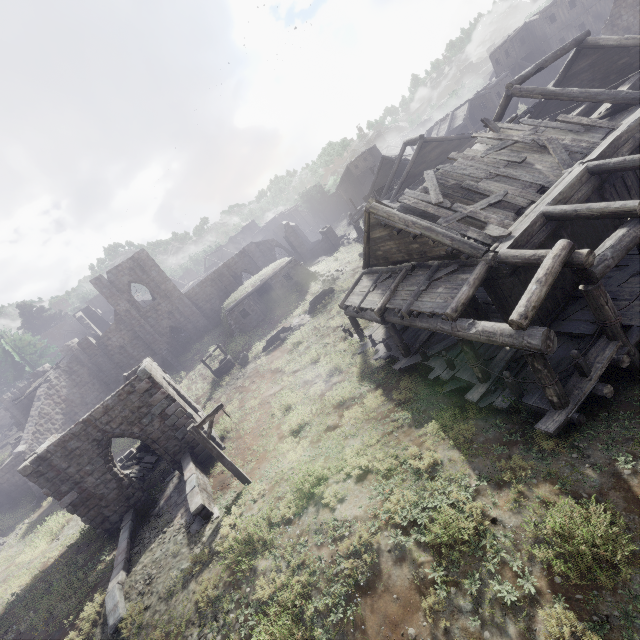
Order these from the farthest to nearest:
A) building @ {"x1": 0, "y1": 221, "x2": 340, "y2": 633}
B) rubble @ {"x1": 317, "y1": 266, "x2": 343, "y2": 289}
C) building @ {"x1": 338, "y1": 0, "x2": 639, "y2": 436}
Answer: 1. rubble @ {"x1": 317, "y1": 266, "x2": 343, "y2": 289}
2. building @ {"x1": 0, "y1": 221, "x2": 340, "y2": 633}
3. building @ {"x1": 338, "y1": 0, "x2": 639, "y2": 436}

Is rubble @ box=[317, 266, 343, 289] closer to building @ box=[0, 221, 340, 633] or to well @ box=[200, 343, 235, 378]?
building @ box=[0, 221, 340, 633]

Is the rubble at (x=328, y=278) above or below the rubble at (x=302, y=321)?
above

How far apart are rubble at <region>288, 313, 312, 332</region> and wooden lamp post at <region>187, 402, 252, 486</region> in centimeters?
1284cm

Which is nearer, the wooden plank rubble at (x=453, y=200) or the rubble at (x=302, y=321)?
the wooden plank rubble at (x=453, y=200)

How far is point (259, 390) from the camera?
20.7m

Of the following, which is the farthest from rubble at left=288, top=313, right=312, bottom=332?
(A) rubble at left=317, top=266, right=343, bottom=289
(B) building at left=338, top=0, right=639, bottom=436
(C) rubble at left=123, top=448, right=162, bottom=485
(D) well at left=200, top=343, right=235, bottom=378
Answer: (C) rubble at left=123, top=448, right=162, bottom=485

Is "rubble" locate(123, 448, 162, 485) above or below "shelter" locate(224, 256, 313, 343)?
below
